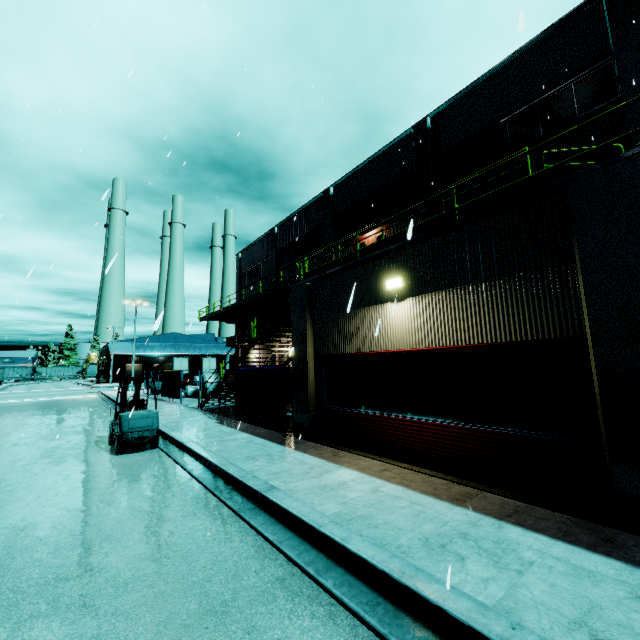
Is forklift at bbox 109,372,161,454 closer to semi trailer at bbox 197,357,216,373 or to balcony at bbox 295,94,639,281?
balcony at bbox 295,94,639,281

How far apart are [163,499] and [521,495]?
6.39m

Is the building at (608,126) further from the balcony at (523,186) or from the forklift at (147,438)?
the forklift at (147,438)

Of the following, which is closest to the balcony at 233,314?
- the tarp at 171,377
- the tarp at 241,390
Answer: the tarp at 241,390

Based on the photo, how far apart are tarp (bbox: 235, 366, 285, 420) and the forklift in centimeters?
328cm

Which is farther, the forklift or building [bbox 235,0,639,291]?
building [bbox 235,0,639,291]

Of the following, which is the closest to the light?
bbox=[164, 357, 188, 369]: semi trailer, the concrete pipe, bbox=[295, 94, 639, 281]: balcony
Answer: bbox=[295, 94, 639, 281]: balcony

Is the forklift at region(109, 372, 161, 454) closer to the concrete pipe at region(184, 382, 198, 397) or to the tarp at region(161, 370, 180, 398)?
the tarp at region(161, 370, 180, 398)
